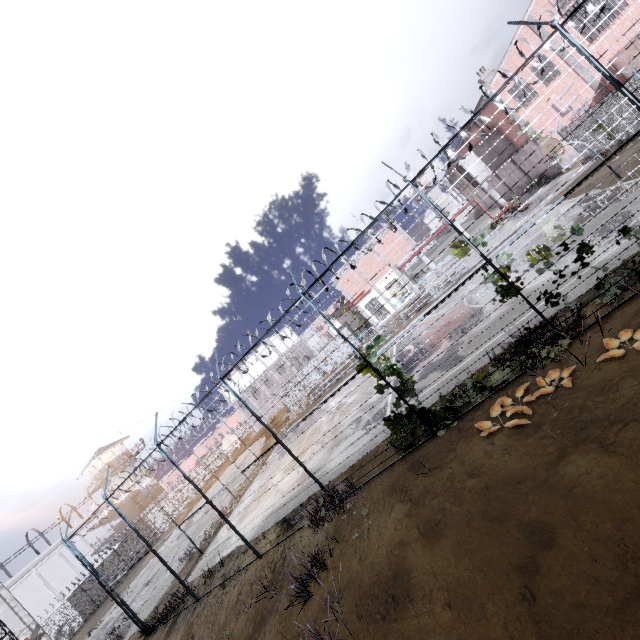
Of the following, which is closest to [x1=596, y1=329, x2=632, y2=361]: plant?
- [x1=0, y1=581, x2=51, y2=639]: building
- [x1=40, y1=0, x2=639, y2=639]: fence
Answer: [x1=40, y1=0, x2=639, y2=639]: fence

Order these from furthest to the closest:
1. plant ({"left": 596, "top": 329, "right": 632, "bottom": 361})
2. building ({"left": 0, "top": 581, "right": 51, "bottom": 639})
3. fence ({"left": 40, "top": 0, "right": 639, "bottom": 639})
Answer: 1. building ({"left": 0, "top": 581, "right": 51, "bottom": 639})
2. fence ({"left": 40, "top": 0, "right": 639, "bottom": 639})
3. plant ({"left": 596, "top": 329, "right": 632, "bottom": 361})

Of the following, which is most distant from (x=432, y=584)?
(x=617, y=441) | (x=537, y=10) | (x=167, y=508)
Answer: (x=167, y=508)

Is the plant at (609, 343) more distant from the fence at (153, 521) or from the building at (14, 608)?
the building at (14, 608)

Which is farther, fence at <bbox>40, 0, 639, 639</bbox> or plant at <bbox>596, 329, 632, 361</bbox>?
fence at <bbox>40, 0, 639, 639</bbox>

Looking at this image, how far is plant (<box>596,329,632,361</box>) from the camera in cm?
604

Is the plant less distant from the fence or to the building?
the fence
